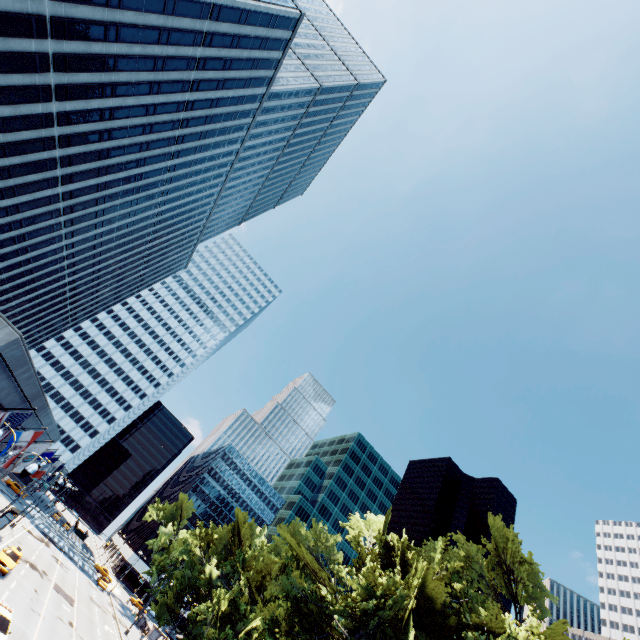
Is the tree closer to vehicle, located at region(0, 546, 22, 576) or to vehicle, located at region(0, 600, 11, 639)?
vehicle, located at region(0, 600, 11, 639)

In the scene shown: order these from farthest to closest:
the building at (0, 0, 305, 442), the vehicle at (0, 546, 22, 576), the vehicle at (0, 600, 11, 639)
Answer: the vehicle at (0, 546, 22, 576) → the building at (0, 0, 305, 442) → the vehicle at (0, 600, 11, 639)

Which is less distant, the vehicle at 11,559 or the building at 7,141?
the building at 7,141

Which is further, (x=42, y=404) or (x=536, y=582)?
(x=536, y=582)

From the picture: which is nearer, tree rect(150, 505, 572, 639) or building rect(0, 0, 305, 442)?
tree rect(150, 505, 572, 639)

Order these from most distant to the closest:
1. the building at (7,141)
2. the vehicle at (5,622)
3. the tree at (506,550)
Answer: the building at (7,141) < the tree at (506,550) < the vehicle at (5,622)

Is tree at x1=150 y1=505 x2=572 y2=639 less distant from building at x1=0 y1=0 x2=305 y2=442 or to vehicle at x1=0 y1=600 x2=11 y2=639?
vehicle at x1=0 y1=600 x2=11 y2=639

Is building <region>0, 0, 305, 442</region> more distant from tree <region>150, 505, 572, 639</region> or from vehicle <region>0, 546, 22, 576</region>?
tree <region>150, 505, 572, 639</region>
